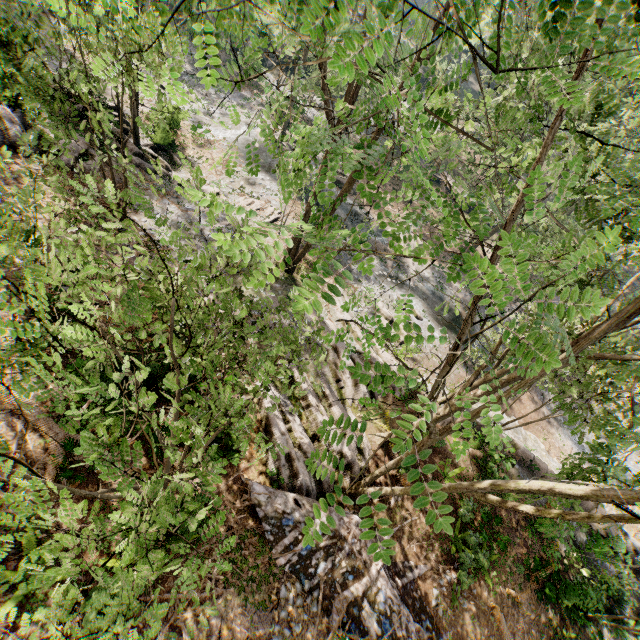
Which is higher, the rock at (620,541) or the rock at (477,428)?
the rock at (620,541)

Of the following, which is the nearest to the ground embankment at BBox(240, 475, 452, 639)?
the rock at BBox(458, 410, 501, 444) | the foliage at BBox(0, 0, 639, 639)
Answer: the foliage at BBox(0, 0, 639, 639)

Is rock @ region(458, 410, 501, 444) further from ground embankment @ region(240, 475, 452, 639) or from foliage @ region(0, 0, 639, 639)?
ground embankment @ region(240, 475, 452, 639)

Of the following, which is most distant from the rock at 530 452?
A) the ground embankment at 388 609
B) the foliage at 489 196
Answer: the ground embankment at 388 609

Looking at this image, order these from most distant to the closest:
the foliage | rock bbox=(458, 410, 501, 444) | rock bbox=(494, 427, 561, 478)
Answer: rock bbox=(494, 427, 561, 478), rock bbox=(458, 410, 501, 444), the foliage

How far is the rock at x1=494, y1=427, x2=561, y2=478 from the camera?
18.0m

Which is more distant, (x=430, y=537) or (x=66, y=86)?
(x=430, y=537)
